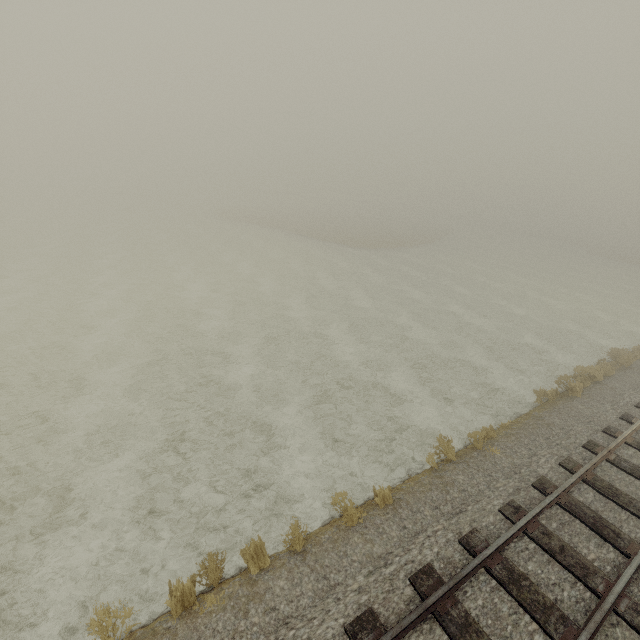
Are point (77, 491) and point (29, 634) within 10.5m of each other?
yes
